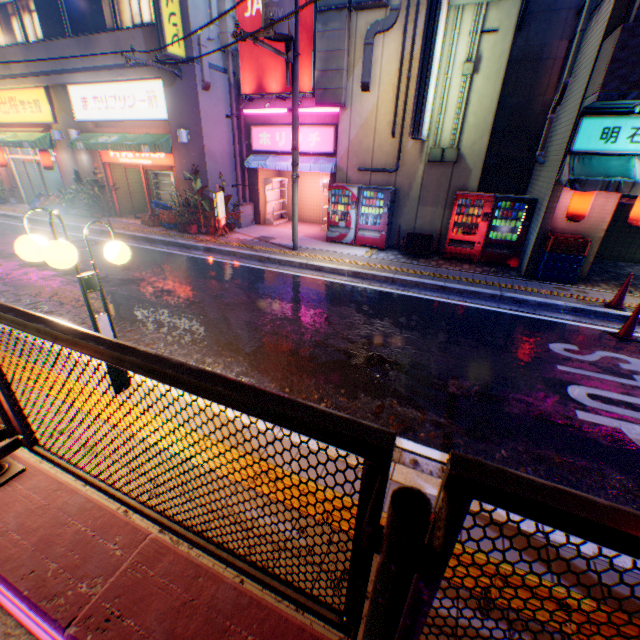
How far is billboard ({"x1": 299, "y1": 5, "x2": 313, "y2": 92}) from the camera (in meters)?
10.36

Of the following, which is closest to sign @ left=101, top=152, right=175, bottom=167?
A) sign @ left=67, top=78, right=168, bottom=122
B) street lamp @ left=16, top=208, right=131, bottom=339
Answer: sign @ left=67, top=78, right=168, bottom=122

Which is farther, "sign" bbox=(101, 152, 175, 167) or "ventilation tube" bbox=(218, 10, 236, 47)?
"sign" bbox=(101, 152, 175, 167)

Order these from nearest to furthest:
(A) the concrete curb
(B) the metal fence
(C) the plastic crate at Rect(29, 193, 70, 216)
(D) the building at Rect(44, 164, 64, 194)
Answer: (B) the metal fence
(A) the concrete curb
(C) the plastic crate at Rect(29, 193, 70, 216)
(D) the building at Rect(44, 164, 64, 194)

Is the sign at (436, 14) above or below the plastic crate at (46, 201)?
above

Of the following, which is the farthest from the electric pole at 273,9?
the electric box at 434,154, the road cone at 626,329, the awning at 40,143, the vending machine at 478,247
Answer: the awning at 40,143

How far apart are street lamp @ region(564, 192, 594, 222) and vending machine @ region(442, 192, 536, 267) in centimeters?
87cm

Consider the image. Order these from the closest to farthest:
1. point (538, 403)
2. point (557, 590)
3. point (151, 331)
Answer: point (557, 590)
point (538, 403)
point (151, 331)
